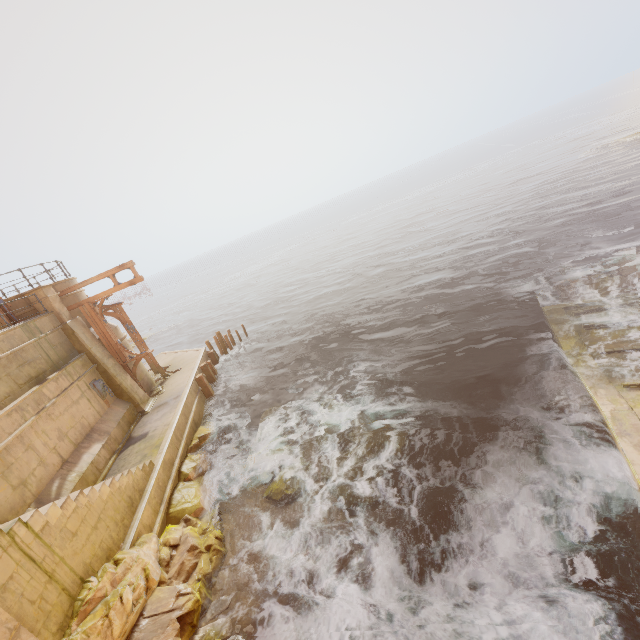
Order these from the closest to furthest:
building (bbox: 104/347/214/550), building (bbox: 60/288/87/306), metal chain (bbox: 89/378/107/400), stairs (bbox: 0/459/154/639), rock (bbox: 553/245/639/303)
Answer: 1. stairs (bbox: 0/459/154/639)
2. building (bbox: 104/347/214/550)
3. rock (bbox: 553/245/639/303)
4. metal chain (bbox: 89/378/107/400)
5. building (bbox: 60/288/87/306)

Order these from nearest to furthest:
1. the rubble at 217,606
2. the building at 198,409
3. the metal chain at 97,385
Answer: the rubble at 217,606 < the building at 198,409 < the metal chain at 97,385

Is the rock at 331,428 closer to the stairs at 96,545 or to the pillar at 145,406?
the stairs at 96,545

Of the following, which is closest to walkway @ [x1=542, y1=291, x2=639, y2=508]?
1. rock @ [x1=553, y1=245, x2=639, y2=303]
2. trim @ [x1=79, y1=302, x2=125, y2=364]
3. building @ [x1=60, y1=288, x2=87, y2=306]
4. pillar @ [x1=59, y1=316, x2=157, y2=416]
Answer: rock @ [x1=553, y1=245, x2=639, y2=303]

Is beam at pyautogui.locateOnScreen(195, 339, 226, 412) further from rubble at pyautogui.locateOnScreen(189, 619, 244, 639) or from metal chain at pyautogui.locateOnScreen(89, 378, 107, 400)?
rubble at pyautogui.locateOnScreen(189, 619, 244, 639)

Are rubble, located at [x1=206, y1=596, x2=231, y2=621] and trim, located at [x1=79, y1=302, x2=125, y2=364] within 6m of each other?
no

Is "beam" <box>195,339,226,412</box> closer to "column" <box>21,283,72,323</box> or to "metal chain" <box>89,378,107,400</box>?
"metal chain" <box>89,378,107,400</box>

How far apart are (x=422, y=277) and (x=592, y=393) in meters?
17.5 m
